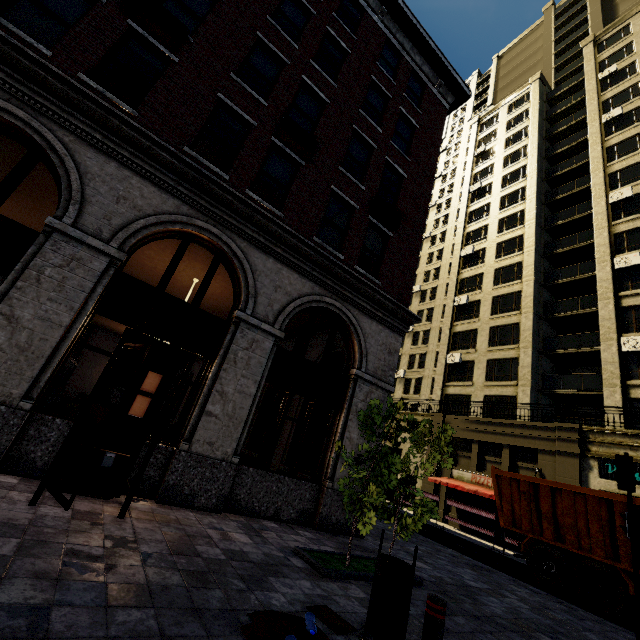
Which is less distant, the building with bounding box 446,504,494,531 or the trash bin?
the trash bin

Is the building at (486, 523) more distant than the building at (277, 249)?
Yes

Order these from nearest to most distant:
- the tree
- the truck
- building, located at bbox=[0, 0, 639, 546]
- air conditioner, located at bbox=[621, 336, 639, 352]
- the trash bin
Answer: the trash bin → the tree → building, located at bbox=[0, 0, 639, 546] → the truck → air conditioner, located at bbox=[621, 336, 639, 352]

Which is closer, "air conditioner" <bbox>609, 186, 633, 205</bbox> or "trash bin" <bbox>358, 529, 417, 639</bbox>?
"trash bin" <bbox>358, 529, 417, 639</bbox>

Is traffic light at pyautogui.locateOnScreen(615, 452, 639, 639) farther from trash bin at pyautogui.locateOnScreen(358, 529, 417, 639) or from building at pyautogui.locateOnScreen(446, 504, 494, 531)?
trash bin at pyautogui.locateOnScreen(358, 529, 417, 639)

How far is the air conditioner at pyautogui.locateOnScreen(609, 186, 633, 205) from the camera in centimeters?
2295cm

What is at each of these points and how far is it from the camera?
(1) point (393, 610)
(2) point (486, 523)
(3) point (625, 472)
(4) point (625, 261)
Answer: (1) trash bin, 3.39m
(2) building, 19.16m
(3) traffic light, 8.13m
(4) air conditioner, 21.25m

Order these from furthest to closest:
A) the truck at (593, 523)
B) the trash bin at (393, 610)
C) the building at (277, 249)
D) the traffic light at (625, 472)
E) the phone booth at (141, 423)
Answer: the truck at (593, 523), the traffic light at (625, 472), the building at (277, 249), the phone booth at (141, 423), the trash bin at (393, 610)
